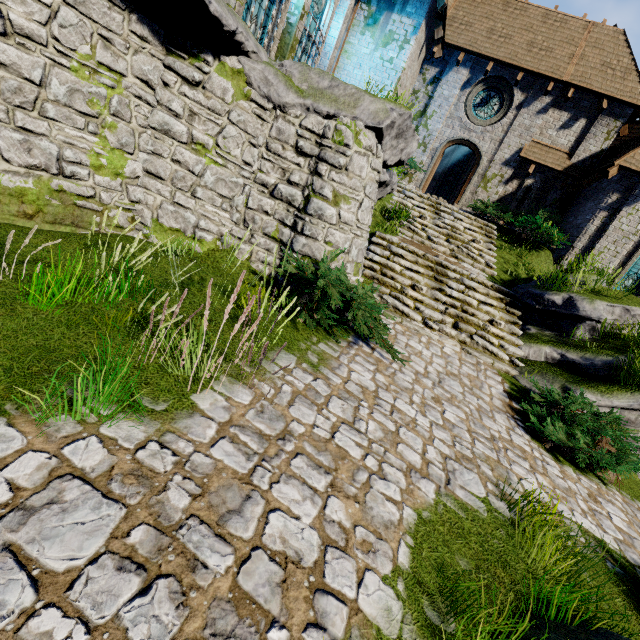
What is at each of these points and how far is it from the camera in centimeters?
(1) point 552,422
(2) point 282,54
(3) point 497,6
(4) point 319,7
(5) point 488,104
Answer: (1) bush, 609cm
(2) building, 1020cm
(3) building, 1465cm
(4) window glass, 1127cm
(5) window glass, 1481cm

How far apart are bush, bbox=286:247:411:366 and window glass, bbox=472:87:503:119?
13.6m

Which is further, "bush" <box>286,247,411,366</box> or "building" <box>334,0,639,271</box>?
"building" <box>334,0,639,271</box>

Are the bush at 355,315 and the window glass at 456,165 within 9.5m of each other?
no

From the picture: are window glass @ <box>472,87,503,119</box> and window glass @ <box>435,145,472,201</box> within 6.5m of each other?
yes

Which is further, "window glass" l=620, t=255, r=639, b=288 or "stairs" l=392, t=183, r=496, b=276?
"window glass" l=620, t=255, r=639, b=288

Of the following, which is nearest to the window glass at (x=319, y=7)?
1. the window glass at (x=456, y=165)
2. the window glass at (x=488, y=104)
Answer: the window glass at (x=488, y=104)

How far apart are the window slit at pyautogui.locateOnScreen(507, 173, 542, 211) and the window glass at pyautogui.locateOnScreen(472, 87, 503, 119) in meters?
3.0
